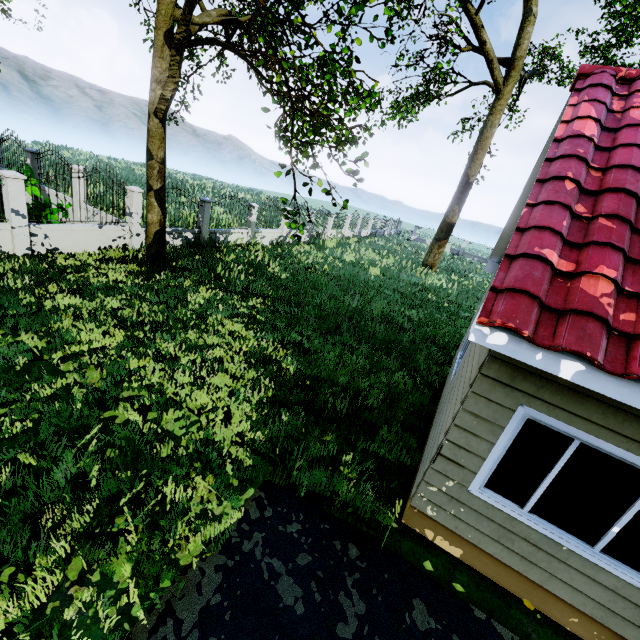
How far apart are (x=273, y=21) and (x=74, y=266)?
10.41m

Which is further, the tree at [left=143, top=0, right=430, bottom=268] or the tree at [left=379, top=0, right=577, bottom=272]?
the tree at [left=379, top=0, right=577, bottom=272]

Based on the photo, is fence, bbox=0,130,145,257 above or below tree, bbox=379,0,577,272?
below

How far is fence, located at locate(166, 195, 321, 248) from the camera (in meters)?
13.53

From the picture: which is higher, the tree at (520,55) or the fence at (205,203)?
the tree at (520,55)

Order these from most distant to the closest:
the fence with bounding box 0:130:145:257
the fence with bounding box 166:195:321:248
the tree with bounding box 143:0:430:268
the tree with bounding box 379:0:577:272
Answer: the tree with bounding box 379:0:577:272 → the fence with bounding box 166:195:321:248 → the fence with bounding box 0:130:145:257 → the tree with bounding box 143:0:430:268

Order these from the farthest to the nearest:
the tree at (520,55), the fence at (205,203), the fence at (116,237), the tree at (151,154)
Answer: the tree at (520,55)
the fence at (205,203)
the fence at (116,237)
the tree at (151,154)

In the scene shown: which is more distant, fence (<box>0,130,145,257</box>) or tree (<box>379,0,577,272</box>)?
tree (<box>379,0,577,272</box>)
